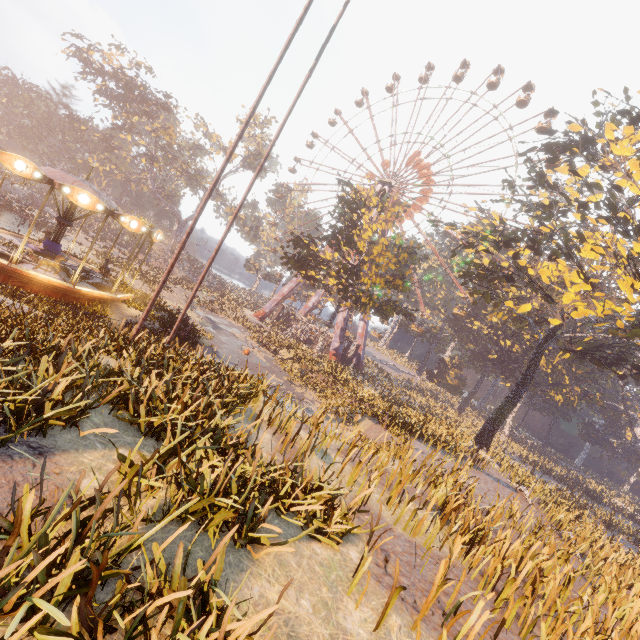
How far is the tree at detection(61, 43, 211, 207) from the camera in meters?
44.1 m

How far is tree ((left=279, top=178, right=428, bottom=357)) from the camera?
27.5m

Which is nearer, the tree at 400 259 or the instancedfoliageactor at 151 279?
the tree at 400 259

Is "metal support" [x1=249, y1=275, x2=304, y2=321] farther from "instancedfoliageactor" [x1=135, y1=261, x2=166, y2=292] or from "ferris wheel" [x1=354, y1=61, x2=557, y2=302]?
"instancedfoliageactor" [x1=135, y1=261, x2=166, y2=292]

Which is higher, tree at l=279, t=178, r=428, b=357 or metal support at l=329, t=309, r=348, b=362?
tree at l=279, t=178, r=428, b=357

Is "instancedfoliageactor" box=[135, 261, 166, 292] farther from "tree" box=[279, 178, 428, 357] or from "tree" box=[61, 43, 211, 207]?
"tree" box=[61, 43, 211, 207]

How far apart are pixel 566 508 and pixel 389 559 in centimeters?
1885cm

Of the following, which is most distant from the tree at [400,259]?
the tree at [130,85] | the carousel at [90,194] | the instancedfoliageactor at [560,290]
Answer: the tree at [130,85]
